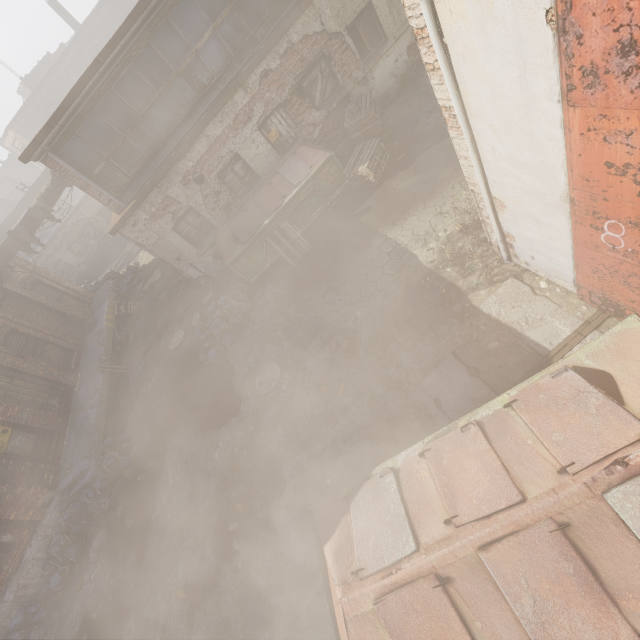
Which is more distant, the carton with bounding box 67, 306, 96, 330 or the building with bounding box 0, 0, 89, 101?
the building with bounding box 0, 0, 89, 101

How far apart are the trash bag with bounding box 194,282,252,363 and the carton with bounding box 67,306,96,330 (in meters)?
9.74

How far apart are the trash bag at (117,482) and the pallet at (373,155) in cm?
1092

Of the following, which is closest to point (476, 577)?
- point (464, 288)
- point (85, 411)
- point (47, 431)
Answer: point (464, 288)

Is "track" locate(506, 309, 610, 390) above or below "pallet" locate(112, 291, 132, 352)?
below

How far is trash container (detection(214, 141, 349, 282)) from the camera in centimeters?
931cm

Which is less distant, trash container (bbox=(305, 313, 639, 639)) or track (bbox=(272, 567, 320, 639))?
trash container (bbox=(305, 313, 639, 639))

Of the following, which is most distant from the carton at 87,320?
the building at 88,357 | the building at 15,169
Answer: the building at 15,169
